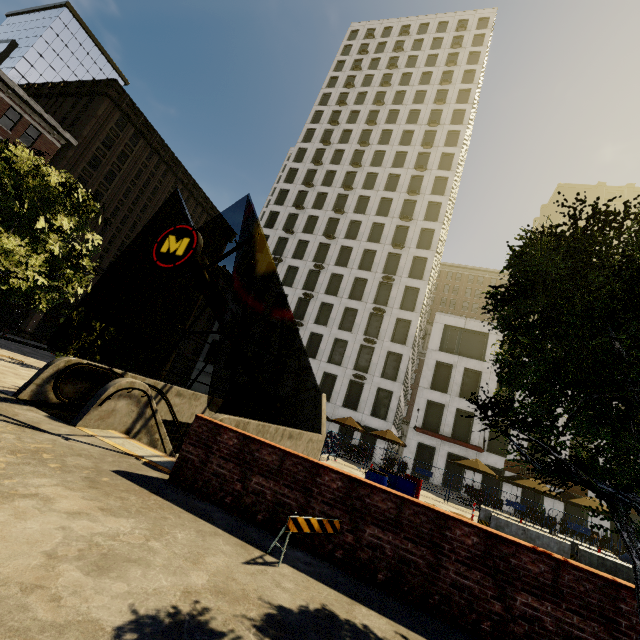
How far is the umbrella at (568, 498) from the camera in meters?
18.5

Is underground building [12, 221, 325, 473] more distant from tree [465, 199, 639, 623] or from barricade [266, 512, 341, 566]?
barricade [266, 512, 341, 566]

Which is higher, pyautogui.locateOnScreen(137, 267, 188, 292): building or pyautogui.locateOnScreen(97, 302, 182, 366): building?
pyautogui.locateOnScreen(137, 267, 188, 292): building

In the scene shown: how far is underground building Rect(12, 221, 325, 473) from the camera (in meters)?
7.77

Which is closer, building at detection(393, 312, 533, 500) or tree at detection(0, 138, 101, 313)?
tree at detection(0, 138, 101, 313)

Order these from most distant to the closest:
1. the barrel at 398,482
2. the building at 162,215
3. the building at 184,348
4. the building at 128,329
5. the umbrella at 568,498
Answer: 1. the building at 184,348
2. the building at 128,329
3. the building at 162,215
4. the umbrella at 568,498
5. the barrel at 398,482

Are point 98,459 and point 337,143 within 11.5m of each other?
no

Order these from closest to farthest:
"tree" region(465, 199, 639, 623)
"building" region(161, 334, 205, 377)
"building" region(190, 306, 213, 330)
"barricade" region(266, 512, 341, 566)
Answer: "tree" region(465, 199, 639, 623), "barricade" region(266, 512, 341, 566), "building" region(161, 334, 205, 377), "building" region(190, 306, 213, 330)
